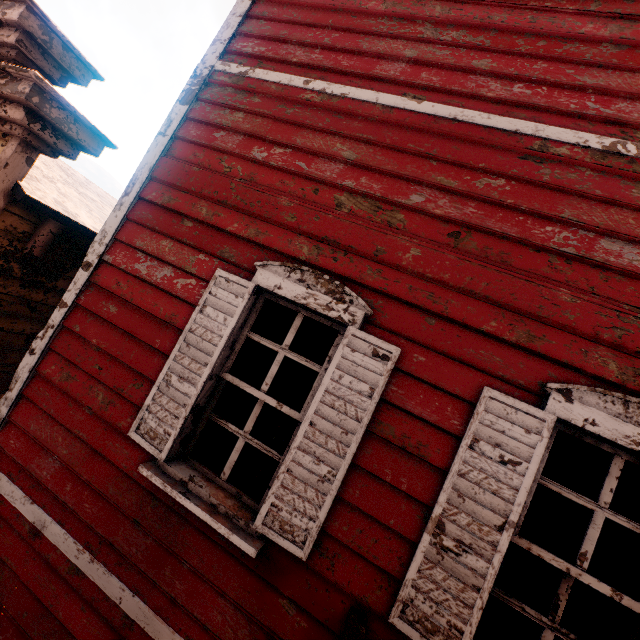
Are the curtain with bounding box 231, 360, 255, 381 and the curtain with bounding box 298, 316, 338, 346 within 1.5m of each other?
yes

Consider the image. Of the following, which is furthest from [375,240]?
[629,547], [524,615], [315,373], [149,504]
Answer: [524,615]

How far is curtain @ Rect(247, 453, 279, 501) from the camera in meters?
2.2

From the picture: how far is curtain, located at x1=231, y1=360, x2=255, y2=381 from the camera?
2.4 meters

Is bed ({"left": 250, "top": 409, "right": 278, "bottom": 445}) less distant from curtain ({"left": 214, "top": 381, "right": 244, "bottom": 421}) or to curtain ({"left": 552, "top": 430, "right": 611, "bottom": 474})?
curtain ({"left": 214, "top": 381, "right": 244, "bottom": 421})

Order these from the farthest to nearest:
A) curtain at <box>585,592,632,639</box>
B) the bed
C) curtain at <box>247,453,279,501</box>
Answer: the bed < curtain at <box>247,453,279,501</box> < curtain at <box>585,592,632,639</box>

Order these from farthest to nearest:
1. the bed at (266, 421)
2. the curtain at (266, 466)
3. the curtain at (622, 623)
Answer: the bed at (266, 421) → the curtain at (266, 466) → the curtain at (622, 623)

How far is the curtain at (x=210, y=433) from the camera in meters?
2.4 m
